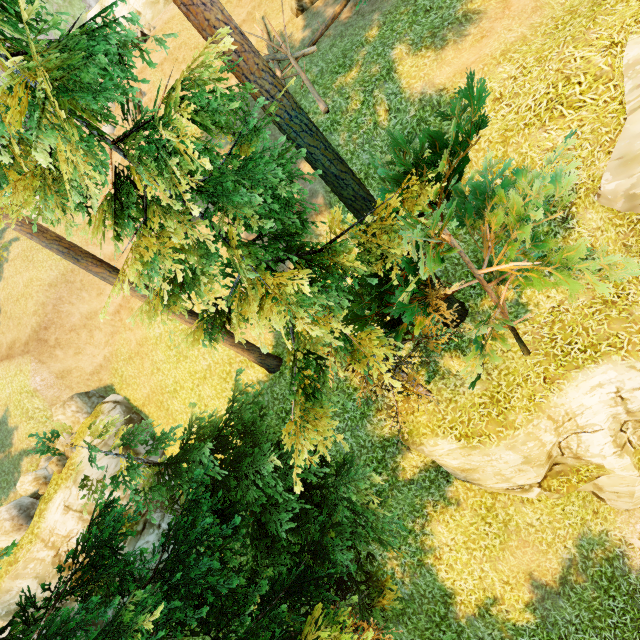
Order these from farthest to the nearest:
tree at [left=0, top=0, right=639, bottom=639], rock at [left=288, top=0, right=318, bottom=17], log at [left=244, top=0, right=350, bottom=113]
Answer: rock at [left=288, top=0, right=318, bottom=17] < log at [left=244, top=0, right=350, bottom=113] < tree at [left=0, top=0, right=639, bottom=639]

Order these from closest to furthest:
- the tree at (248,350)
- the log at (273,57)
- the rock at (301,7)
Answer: the tree at (248,350) → the log at (273,57) → the rock at (301,7)

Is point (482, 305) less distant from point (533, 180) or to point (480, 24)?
point (533, 180)

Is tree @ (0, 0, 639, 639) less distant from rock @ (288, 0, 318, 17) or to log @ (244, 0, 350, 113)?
log @ (244, 0, 350, 113)

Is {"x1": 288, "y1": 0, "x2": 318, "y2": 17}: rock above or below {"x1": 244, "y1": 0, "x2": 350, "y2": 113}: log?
above

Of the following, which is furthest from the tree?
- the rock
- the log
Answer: the rock

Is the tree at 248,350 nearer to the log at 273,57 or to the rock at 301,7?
the log at 273,57
